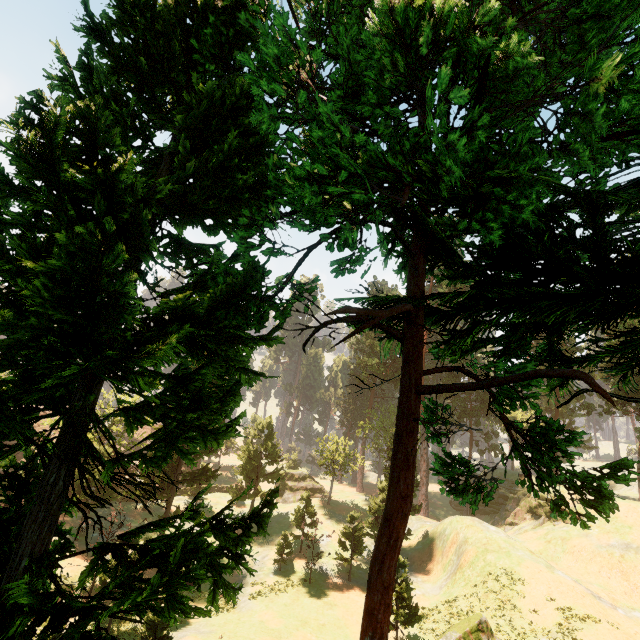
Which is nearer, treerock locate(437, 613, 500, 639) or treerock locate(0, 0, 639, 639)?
treerock locate(0, 0, 639, 639)

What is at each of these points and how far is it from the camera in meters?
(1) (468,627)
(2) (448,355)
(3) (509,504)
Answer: (1) treerock, 16.3 m
(2) treerock, 9.2 m
(3) rock, 46.5 m

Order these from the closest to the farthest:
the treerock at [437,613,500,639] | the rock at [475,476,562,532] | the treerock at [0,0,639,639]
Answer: the treerock at [0,0,639,639] < the treerock at [437,613,500,639] < the rock at [475,476,562,532]

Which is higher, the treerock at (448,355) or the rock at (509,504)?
the treerock at (448,355)

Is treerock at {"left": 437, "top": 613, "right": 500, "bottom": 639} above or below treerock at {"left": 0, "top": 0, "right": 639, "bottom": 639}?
below

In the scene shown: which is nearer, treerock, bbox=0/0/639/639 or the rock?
treerock, bbox=0/0/639/639

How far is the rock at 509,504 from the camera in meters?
38.5

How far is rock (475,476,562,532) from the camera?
38.47m
